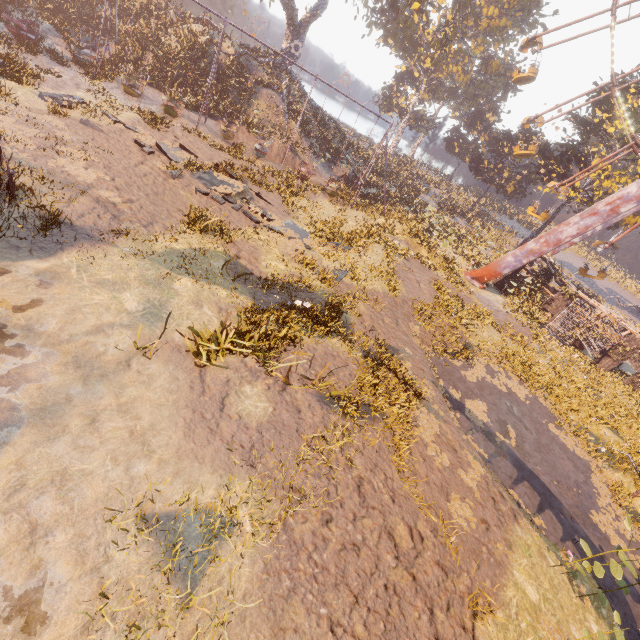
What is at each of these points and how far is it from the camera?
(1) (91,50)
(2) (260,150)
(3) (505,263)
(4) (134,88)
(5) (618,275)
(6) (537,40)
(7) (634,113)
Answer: (1) swing, 20.1m
(2) swing, 22.9m
(3) metal support, 23.4m
(4) swing, 21.1m
(5) instancedfoliageactor, 59.0m
(6) ferris wheel, 23.5m
(7) instancedfoliageactor, 28.0m

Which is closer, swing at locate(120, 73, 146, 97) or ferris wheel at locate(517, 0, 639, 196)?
swing at locate(120, 73, 146, 97)

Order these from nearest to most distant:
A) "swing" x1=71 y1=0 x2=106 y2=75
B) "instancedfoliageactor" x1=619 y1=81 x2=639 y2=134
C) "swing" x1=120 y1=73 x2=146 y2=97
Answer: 1. "swing" x1=71 y1=0 x2=106 y2=75
2. "swing" x1=120 y1=73 x2=146 y2=97
3. "instancedfoliageactor" x1=619 y1=81 x2=639 y2=134

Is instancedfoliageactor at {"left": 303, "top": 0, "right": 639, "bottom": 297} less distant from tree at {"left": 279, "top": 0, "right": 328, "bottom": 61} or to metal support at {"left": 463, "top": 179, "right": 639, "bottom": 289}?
metal support at {"left": 463, "top": 179, "right": 639, "bottom": 289}

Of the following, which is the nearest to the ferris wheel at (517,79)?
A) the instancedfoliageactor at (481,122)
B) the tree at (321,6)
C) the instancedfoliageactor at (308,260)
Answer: the instancedfoliageactor at (481,122)

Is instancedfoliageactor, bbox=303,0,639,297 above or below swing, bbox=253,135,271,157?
above

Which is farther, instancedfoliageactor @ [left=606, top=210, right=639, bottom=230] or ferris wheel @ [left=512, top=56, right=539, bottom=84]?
instancedfoliageactor @ [left=606, top=210, right=639, bottom=230]

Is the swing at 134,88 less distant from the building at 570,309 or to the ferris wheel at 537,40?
the ferris wheel at 537,40
